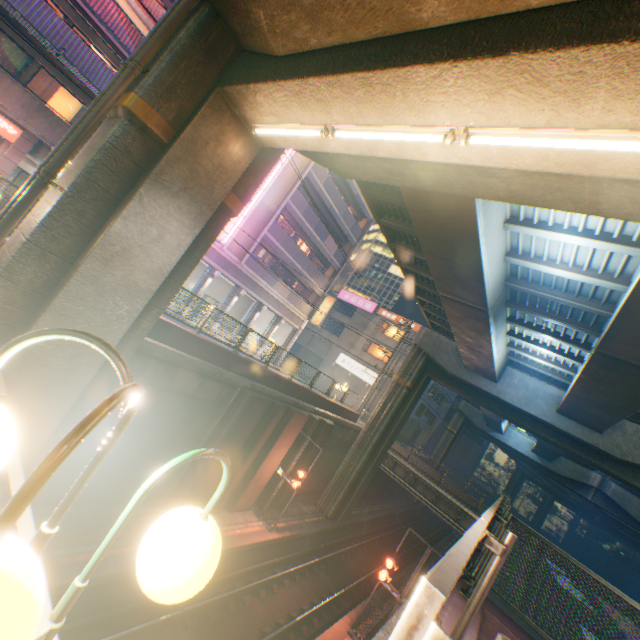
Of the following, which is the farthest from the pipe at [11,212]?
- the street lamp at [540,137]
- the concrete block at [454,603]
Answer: the concrete block at [454,603]

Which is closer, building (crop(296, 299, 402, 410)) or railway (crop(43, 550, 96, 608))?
railway (crop(43, 550, 96, 608))

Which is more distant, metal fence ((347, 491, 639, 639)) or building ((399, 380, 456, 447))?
building ((399, 380, 456, 447))

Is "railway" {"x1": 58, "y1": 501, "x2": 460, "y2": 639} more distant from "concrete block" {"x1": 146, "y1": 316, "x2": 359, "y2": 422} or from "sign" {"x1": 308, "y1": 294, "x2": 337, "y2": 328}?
"sign" {"x1": 308, "y1": 294, "x2": 337, "y2": 328}

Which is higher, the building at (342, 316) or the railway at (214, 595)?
the building at (342, 316)

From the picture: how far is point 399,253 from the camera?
16.4m

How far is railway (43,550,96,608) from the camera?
8.6 meters

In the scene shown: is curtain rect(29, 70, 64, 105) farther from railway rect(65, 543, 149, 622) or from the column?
railway rect(65, 543, 149, 622)
